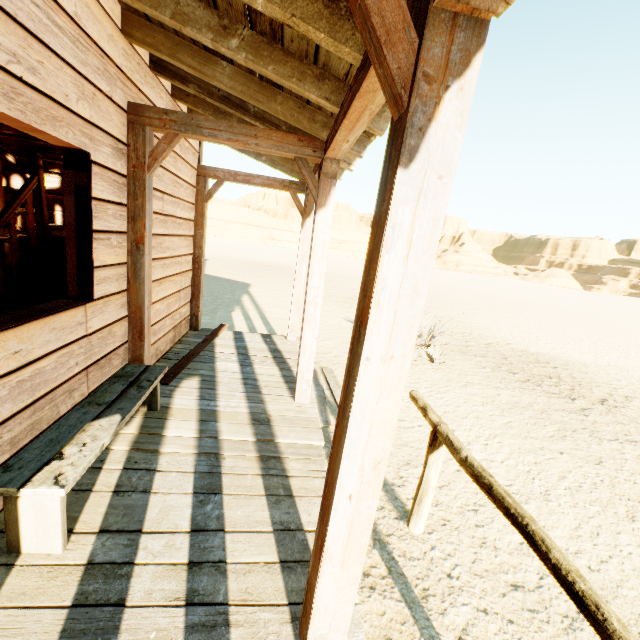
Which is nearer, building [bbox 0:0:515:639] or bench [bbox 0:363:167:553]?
building [bbox 0:0:515:639]

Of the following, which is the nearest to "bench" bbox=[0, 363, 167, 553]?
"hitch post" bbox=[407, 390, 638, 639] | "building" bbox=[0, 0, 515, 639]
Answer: "building" bbox=[0, 0, 515, 639]

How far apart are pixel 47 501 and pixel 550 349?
12.5m

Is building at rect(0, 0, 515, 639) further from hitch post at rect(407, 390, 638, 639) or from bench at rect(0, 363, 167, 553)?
hitch post at rect(407, 390, 638, 639)

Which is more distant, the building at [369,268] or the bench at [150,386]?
the bench at [150,386]

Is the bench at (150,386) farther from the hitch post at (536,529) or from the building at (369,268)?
the hitch post at (536,529)
